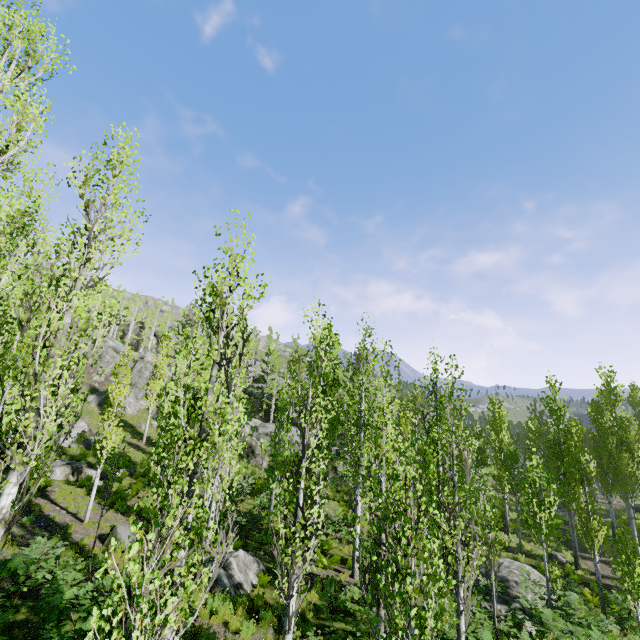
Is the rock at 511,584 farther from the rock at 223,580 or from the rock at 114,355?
the rock at 114,355

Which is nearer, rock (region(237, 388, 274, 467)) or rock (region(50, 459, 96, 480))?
rock (region(50, 459, 96, 480))

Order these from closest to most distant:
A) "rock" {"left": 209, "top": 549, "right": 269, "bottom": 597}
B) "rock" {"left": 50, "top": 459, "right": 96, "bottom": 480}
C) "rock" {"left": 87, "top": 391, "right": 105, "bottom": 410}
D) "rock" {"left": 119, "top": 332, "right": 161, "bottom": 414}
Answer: "rock" {"left": 209, "top": 549, "right": 269, "bottom": 597}
"rock" {"left": 50, "top": 459, "right": 96, "bottom": 480}
"rock" {"left": 87, "top": 391, "right": 105, "bottom": 410}
"rock" {"left": 119, "top": 332, "right": 161, "bottom": 414}

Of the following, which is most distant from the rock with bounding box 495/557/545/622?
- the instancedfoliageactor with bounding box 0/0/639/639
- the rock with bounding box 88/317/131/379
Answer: the rock with bounding box 88/317/131/379

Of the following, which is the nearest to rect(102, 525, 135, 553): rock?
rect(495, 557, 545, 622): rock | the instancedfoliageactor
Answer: the instancedfoliageactor

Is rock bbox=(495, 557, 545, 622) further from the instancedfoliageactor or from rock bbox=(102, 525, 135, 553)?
rock bbox=(102, 525, 135, 553)

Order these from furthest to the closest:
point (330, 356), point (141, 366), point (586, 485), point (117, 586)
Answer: point (141, 366), point (330, 356), point (586, 485), point (117, 586)

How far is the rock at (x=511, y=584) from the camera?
12.8m
